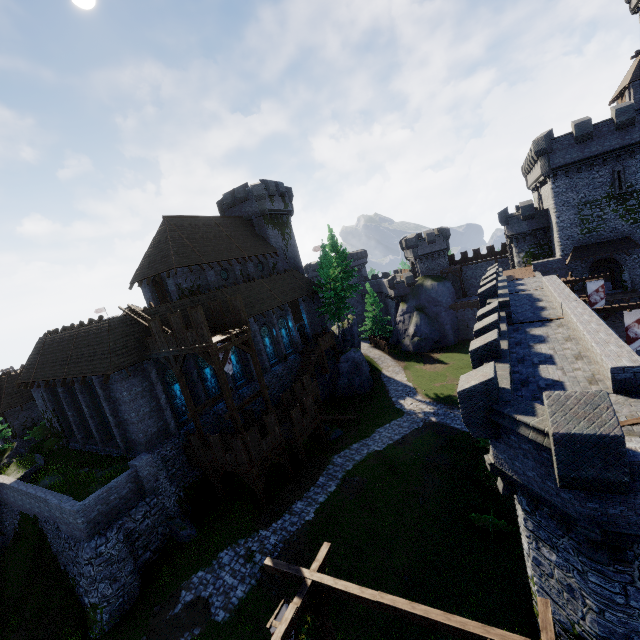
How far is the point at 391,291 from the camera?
57.2 meters

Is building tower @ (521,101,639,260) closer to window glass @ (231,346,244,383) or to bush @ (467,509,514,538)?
bush @ (467,509,514,538)

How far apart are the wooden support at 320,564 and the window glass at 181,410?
15.7m

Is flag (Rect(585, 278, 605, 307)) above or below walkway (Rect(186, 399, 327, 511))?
above

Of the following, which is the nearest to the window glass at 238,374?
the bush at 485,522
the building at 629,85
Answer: the bush at 485,522

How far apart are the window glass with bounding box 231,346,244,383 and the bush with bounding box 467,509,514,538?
19.6 meters

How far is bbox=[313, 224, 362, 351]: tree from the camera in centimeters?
3859cm

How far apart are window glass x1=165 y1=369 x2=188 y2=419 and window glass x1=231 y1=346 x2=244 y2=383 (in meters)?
4.51
